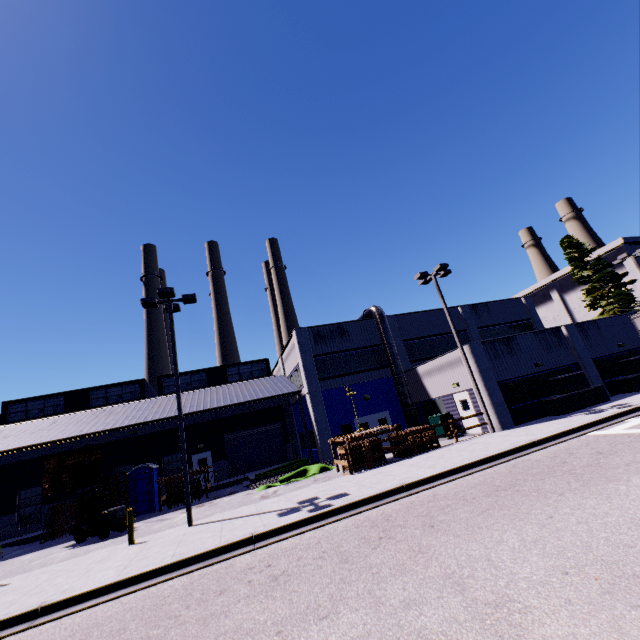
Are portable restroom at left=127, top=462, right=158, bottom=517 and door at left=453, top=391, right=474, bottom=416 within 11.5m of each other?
no

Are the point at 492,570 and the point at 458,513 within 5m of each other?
yes

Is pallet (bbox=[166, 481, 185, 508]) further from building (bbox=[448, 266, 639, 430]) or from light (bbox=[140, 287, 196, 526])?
light (bbox=[140, 287, 196, 526])

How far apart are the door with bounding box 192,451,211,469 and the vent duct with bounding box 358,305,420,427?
4.74m

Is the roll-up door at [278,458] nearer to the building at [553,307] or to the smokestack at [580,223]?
the building at [553,307]

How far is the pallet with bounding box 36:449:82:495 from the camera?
16.4 meters

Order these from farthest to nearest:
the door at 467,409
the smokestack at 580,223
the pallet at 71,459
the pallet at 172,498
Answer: the smokestack at 580,223 < the pallet at 172,498 < the door at 467,409 < the pallet at 71,459

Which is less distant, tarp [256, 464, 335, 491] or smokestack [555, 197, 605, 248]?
tarp [256, 464, 335, 491]
